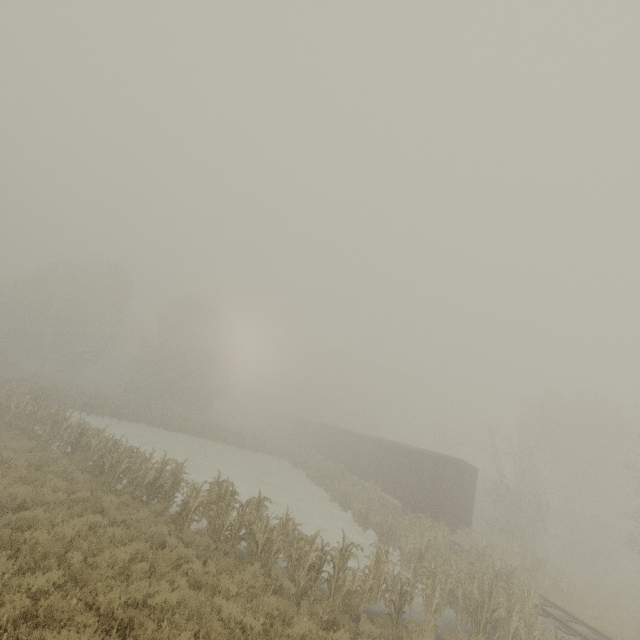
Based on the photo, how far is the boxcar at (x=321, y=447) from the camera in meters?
20.4 m

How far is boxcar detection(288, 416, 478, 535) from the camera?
20.4 meters

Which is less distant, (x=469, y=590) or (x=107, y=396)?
(x=469, y=590)
